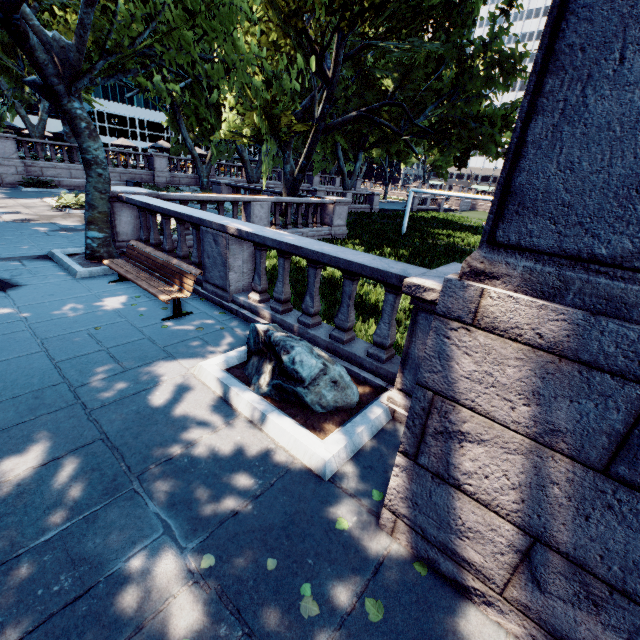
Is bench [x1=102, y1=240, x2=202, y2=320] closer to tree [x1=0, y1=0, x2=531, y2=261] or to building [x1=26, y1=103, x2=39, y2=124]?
tree [x1=0, y1=0, x2=531, y2=261]

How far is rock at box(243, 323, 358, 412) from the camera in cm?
364

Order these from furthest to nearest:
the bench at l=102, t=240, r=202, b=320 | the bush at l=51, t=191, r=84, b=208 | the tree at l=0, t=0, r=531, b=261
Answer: the bush at l=51, t=191, r=84, b=208 < the tree at l=0, t=0, r=531, b=261 < the bench at l=102, t=240, r=202, b=320

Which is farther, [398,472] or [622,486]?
[398,472]

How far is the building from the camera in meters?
57.2 m

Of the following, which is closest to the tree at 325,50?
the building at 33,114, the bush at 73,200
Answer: the bush at 73,200

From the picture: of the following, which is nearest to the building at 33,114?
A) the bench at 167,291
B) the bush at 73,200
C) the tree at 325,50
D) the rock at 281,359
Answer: the tree at 325,50

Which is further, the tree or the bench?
the tree
